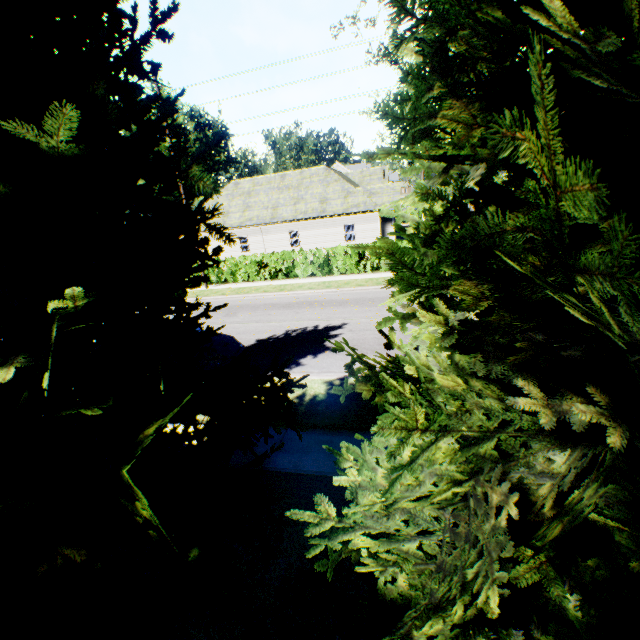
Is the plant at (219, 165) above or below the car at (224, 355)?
above

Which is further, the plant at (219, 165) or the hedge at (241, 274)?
the plant at (219, 165)

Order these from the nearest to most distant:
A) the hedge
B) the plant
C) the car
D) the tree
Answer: the tree
the car
the hedge
the plant

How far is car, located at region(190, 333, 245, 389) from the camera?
8.13m

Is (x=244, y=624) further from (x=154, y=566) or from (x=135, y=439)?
(x=135, y=439)

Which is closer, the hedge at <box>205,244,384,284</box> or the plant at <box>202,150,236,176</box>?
the hedge at <box>205,244,384,284</box>

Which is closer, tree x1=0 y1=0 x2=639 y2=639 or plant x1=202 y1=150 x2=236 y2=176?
tree x1=0 y1=0 x2=639 y2=639

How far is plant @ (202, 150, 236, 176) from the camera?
55.41m
